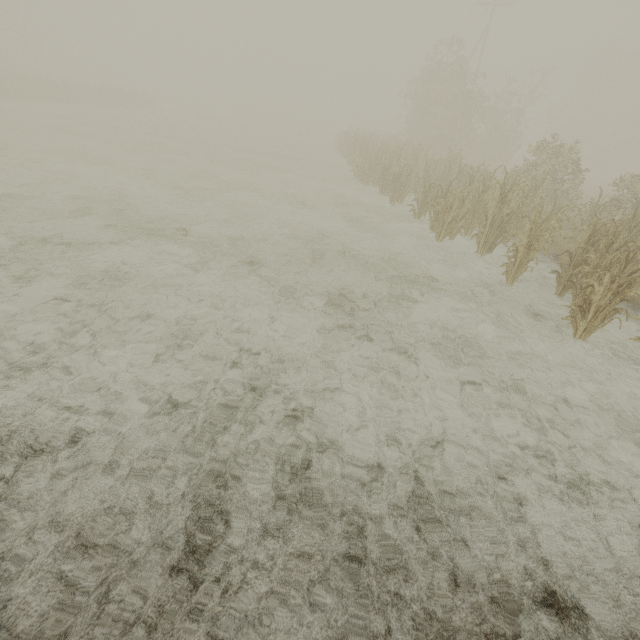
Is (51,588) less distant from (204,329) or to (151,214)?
(204,329)
